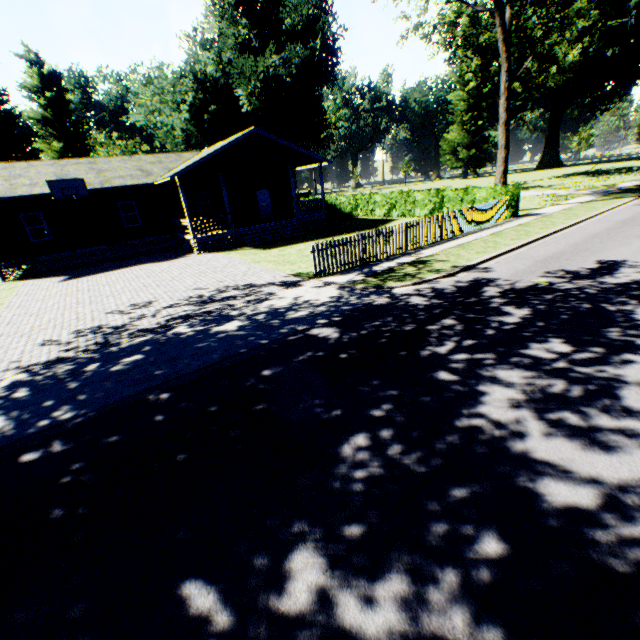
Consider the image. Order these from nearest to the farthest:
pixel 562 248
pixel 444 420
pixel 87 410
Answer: pixel 444 420 → pixel 87 410 → pixel 562 248

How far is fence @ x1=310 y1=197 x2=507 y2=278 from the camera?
12.0 meters

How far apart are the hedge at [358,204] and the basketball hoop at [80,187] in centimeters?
1896cm

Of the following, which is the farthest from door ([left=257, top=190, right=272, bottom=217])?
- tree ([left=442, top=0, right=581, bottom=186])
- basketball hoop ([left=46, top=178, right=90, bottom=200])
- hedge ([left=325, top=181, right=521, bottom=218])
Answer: tree ([left=442, top=0, right=581, bottom=186])

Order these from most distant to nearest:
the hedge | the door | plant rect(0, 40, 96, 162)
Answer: plant rect(0, 40, 96, 162)
the door
the hedge

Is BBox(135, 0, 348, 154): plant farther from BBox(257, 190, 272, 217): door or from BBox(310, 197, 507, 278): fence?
BBox(257, 190, 272, 217): door

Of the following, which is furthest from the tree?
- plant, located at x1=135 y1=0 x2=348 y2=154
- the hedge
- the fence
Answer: plant, located at x1=135 y1=0 x2=348 y2=154

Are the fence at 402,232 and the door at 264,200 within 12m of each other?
no
